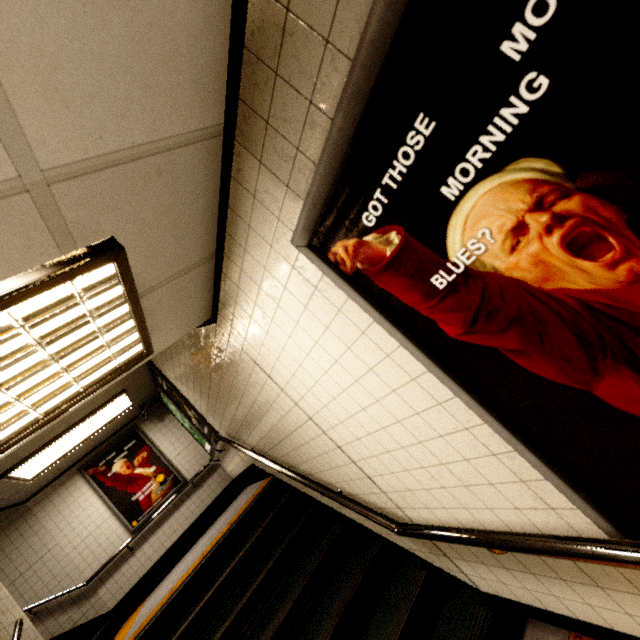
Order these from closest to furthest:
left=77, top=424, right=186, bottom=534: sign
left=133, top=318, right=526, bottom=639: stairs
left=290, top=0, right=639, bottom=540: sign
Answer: left=290, top=0, right=639, bottom=540: sign → left=133, top=318, right=526, bottom=639: stairs → left=77, top=424, right=186, bottom=534: sign

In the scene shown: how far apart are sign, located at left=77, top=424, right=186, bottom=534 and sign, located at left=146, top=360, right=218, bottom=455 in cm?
174

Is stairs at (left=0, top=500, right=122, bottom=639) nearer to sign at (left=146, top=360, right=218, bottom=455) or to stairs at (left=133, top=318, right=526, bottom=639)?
stairs at (left=133, top=318, right=526, bottom=639)

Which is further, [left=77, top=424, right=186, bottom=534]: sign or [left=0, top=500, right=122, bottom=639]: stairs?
[left=77, top=424, right=186, bottom=534]: sign

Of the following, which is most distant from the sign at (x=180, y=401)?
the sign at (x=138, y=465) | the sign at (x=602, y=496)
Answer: the sign at (x=602, y=496)

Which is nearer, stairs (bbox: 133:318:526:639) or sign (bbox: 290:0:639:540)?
sign (bbox: 290:0:639:540)

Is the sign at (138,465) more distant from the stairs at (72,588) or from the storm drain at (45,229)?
the storm drain at (45,229)

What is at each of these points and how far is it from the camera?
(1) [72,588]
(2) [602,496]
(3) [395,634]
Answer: (1) stairs, 5.8m
(2) sign, 1.0m
(3) stairs, 2.2m
